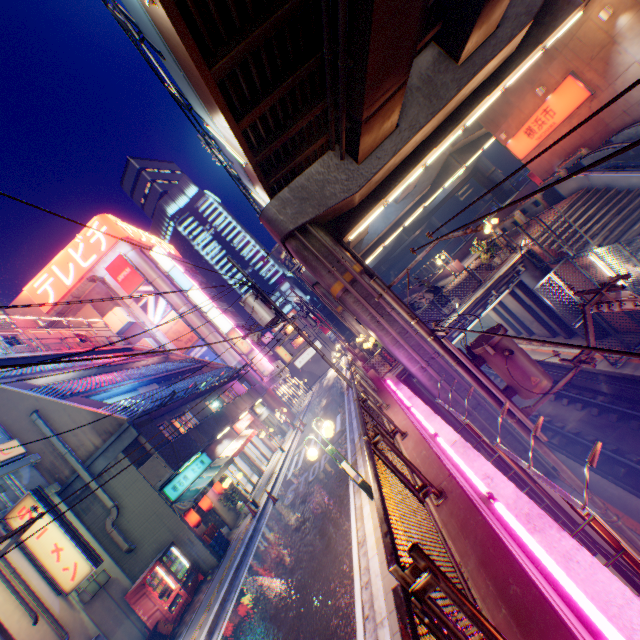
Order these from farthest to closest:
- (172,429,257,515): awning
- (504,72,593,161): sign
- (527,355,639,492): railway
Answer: (504,72,593,161): sign < (172,429,257,515): awning < (527,355,639,492): railway

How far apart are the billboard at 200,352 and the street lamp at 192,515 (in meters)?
20.62

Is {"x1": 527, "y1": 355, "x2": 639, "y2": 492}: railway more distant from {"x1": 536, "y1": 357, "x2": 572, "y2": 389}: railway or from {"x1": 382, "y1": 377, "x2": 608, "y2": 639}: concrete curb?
{"x1": 382, "y1": 377, "x2": 608, "y2": 639}: concrete curb

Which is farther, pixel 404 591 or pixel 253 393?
pixel 253 393

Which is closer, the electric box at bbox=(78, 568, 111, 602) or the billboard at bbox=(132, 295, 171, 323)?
the electric box at bbox=(78, 568, 111, 602)

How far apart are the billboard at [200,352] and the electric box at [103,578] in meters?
23.7 m

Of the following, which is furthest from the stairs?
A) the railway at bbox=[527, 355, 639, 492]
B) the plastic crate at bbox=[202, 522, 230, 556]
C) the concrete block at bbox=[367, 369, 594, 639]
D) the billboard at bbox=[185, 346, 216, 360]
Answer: the railway at bbox=[527, 355, 639, 492]

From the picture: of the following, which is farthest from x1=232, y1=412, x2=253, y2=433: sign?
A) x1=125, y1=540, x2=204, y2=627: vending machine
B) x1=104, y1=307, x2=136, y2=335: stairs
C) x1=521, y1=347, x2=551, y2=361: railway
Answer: x1=521, y1=347, x2=551, y2=361: railway
